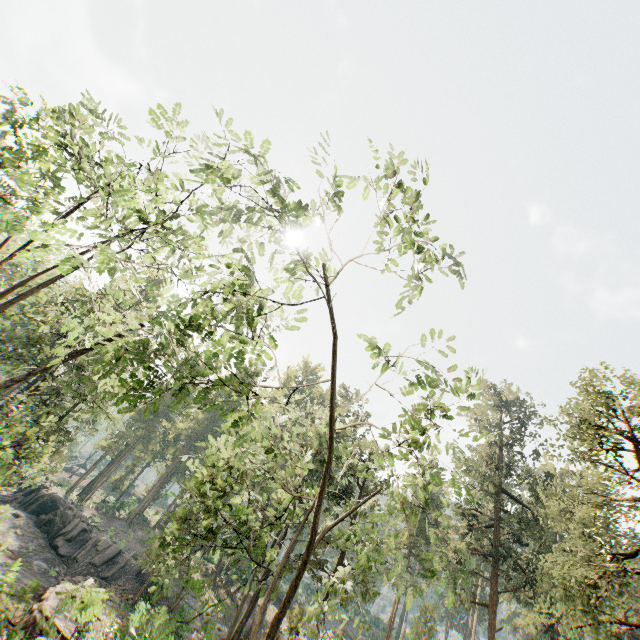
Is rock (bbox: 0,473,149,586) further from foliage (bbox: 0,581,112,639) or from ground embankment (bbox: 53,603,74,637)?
foliage (bbox: 0,581,112,639)

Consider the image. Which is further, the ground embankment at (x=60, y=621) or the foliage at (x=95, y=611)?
the ground embankment at (x=60, y=621)

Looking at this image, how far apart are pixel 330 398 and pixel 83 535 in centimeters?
4444cm

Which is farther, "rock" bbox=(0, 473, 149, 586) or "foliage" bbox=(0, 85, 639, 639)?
"rock" bbox=(0, 473, 149, 586)

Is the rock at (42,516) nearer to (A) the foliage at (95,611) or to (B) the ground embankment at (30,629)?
(B) the ground embankment at (30,629)

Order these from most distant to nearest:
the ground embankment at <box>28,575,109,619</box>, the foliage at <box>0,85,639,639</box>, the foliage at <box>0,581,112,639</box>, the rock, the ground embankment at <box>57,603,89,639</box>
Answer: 1. the rock
2. the ground embankment at <box>28,575,109,619</box>
3. the ground embankment at <box>57,603,89,639</box>
4. the foliage at <box>0,85,639,639</box>
5. the foliage at <box>0,581,112,639</box>

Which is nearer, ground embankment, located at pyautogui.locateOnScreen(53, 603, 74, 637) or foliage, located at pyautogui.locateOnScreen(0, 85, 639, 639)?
foliage, located at pyautogui.locateOnScreen(0, 85, 639, 639)

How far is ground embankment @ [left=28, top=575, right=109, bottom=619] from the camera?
18.16m
